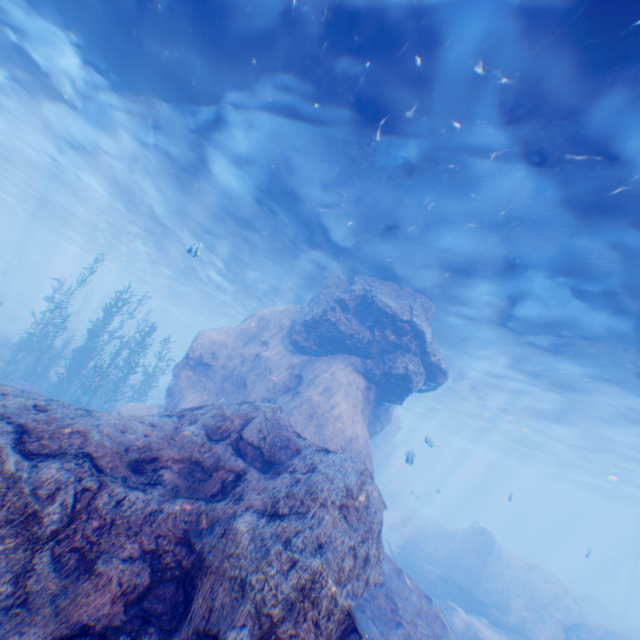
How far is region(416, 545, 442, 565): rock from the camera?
21.97m

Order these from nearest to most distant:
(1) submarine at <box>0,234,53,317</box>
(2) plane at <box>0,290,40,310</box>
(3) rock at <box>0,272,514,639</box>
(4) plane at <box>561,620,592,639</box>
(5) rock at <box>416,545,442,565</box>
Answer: (3) rock at <box>0,272,514,639</box> → (4) plane at <box>561,620,592,639</box> → (5) rock at <box>416,545,442,565</box> → (2) plane at <box>0,290,40,310</box> → (1) submarine at <box>0,234,53,317</box>

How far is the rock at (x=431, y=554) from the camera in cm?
2197

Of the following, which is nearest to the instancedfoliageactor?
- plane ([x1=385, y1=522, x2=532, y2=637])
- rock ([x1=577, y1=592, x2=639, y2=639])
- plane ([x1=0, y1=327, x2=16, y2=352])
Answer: plane ([x1=0, y1=327, x2=16, y2=352])

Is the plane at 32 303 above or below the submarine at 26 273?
below

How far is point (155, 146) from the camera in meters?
13.1 m

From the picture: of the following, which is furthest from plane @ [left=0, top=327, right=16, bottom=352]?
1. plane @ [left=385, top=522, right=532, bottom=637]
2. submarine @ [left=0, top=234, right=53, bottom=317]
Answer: plane @ [left=385, top=522, right=532, bottom=637]

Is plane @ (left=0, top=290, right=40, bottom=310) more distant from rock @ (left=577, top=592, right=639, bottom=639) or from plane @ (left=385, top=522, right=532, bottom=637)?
rock @ (left=577, top=592, right=639, bottom=639)
